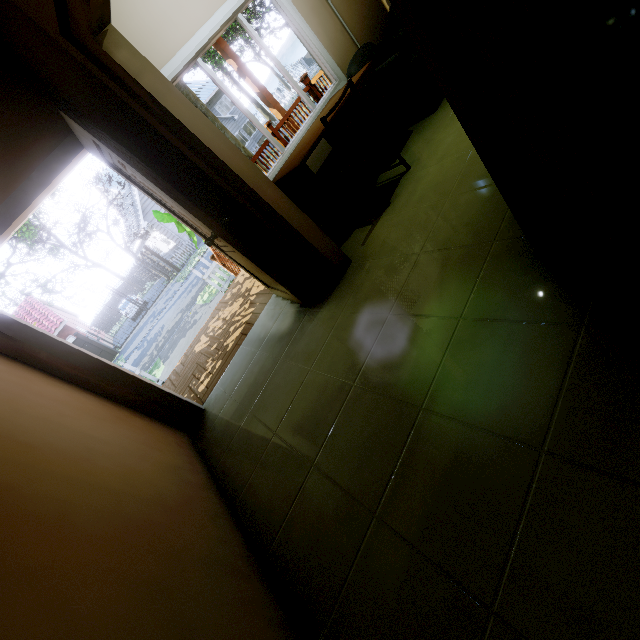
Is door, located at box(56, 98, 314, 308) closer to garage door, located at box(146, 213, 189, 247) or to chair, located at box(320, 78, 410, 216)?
chair, located at box(320, 78, 410, 216)

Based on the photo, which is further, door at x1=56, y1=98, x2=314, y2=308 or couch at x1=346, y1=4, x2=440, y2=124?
couch at x1=346, y1=4, x2=440, y2=124

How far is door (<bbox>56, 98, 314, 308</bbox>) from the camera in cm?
199

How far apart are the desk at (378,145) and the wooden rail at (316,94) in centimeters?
207cm

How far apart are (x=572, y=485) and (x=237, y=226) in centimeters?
294cm

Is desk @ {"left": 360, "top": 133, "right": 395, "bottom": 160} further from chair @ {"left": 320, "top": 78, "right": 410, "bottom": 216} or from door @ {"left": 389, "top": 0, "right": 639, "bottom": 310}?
door @ {"left": 389, "top": 0, "right": 639, "bottom": 310}

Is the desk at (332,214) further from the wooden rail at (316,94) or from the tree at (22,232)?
the tree at (22,232)

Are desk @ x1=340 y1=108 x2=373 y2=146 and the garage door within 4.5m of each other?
no
